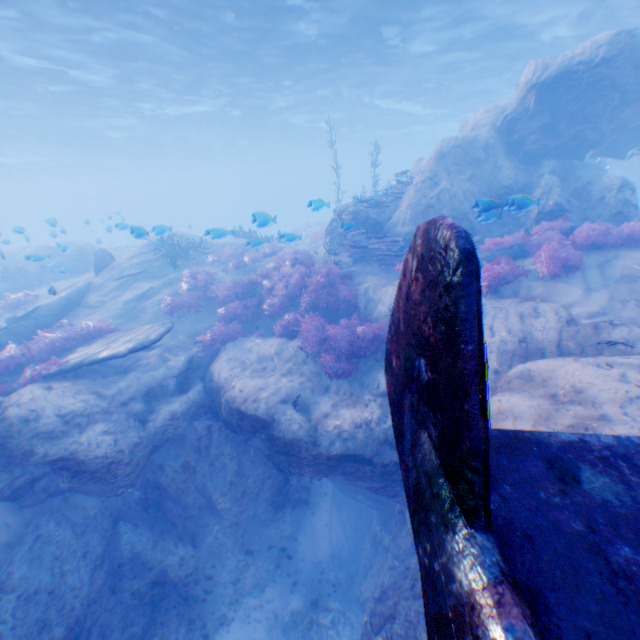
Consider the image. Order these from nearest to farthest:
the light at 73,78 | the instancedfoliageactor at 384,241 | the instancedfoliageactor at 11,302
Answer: the instancedfoliageactor at 384,241, the instancedfoliageactor at 11,302, the light at 73,78

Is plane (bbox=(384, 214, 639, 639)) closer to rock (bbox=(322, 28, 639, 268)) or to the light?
rock (bbox=(322, 28, 639, 268))

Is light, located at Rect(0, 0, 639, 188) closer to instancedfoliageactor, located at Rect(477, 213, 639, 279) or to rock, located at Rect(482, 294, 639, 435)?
rock, located at Rect(482, 294, 639, 435)

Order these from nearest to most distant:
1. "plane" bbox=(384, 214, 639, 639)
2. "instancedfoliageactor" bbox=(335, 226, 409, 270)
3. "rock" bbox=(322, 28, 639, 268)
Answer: "plane" bbox=(384, 214, 639, 639)
"rock" bbox=(322, 28, 639, 268)
"instancedfoliageactor" bbox=(335, 226, 409, 270)

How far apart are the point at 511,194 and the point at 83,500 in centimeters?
1340cm

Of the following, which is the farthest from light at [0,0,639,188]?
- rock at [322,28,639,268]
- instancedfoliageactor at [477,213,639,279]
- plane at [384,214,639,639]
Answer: plane at [384,214,639,639]

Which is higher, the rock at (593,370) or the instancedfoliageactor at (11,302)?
the instancedfoliageactor at (11,302)

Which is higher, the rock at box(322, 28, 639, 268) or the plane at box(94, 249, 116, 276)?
the rock at box(322, 28, 639, 268)
